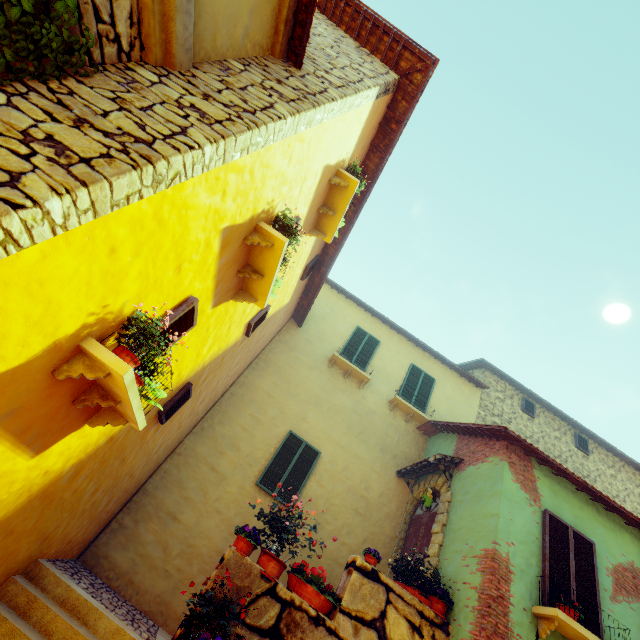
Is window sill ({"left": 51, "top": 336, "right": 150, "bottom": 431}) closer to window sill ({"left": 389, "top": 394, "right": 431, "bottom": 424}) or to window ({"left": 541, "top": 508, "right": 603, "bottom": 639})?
window ({"left": 541, "top": 508, "right": 603, "bottom": 639})

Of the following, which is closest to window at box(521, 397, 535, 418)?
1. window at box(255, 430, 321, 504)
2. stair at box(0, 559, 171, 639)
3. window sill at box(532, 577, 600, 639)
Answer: window sill at box(532, 577, 600, 639)

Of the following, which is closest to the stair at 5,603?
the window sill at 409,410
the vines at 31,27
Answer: the vines at 31,27

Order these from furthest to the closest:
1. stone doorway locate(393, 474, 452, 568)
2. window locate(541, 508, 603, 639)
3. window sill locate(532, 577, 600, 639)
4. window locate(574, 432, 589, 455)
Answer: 1. window locate(574, 432, 589, 455)
2. stone doorway locate(393, 474, 452, 568)
3. window locate(541, 508, 603, 639)
4. window sill locate(532, 577, 600, 639)

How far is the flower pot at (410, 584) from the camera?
5.7m

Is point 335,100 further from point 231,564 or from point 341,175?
point 231,564

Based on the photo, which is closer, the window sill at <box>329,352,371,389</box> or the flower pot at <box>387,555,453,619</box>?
the flower pot at <box>387,555,453,619</box>

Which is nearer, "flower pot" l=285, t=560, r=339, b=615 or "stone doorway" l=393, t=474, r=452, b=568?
"flower pot" l=285, t=560, r=339, b=615
